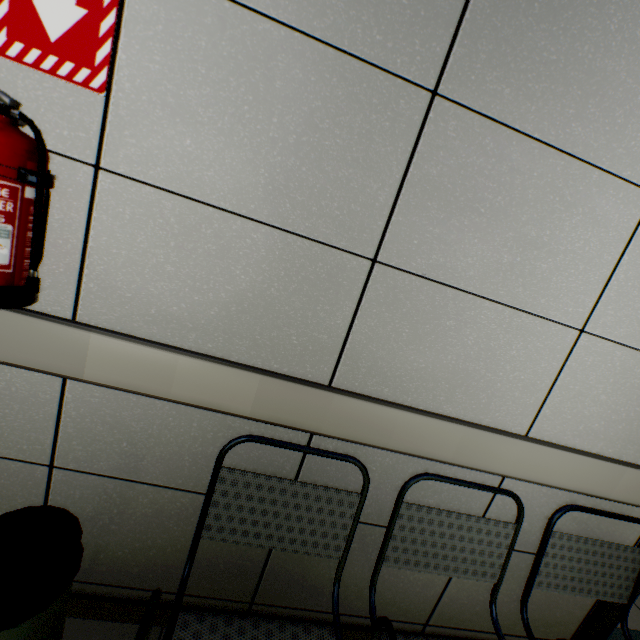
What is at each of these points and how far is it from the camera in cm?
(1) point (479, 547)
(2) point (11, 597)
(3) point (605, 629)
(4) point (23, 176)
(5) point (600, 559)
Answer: (1) chair, 124
(2) garbage can, 74
(3) door, 158
(4) fire extinguisher stand, 71
(5) chair, 134

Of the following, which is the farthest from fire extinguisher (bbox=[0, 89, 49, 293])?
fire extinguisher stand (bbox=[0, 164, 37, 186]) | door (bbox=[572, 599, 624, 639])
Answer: door (bbox=[572, 599, 624, 639])

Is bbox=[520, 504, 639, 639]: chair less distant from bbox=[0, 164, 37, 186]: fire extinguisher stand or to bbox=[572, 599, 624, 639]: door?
bbox=[572, 599, 624, 639]: door

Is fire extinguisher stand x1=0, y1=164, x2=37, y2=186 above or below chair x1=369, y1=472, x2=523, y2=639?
above

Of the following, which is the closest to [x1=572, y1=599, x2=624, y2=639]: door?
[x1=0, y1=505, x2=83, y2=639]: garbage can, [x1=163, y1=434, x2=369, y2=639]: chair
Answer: [x1=163, y1=434, x2=369, y2=639]: chair

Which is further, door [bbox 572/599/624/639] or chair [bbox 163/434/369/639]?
door [bbox 572/599/624/639]

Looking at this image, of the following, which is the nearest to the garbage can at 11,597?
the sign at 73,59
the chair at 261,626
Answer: the chair at 261,626

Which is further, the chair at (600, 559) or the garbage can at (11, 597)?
the chair at (600, 559)
